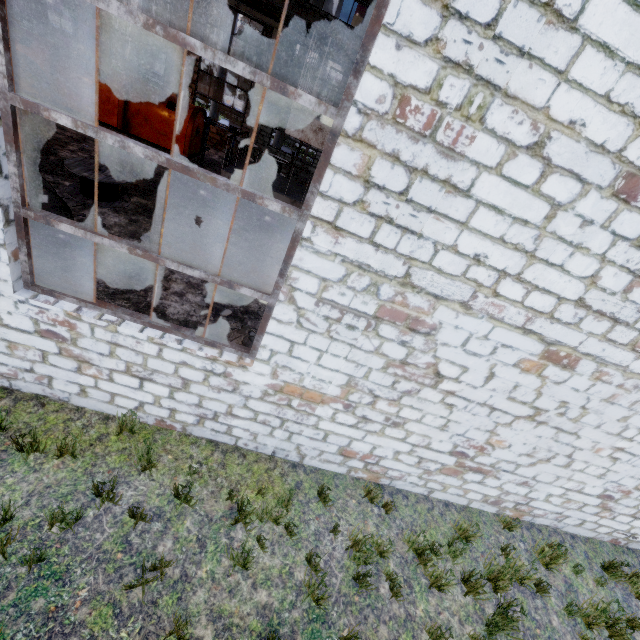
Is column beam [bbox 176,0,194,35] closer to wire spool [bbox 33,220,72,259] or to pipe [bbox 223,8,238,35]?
pipe [bbox 223,8,238,35]

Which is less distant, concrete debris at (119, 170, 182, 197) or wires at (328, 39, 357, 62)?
concrete debris at (119, 170, 182, 197)

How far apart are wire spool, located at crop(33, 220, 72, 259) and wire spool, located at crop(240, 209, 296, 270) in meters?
4.2

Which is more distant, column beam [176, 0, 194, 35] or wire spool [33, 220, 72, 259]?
column beam [176, 0, 194, 35]

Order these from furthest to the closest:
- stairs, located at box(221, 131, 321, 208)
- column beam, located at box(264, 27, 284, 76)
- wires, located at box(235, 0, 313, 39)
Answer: column beam, located at box(264, 27, 284, 76) < wires, located at box(235, 0, 313, 39) < stairs, located at box(221, 131, 321, 208)

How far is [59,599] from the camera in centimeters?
325cm

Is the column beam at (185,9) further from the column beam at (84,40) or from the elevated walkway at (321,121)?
the elevated walkway at (321,121)

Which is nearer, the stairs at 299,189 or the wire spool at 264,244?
the stairs at 299,189
